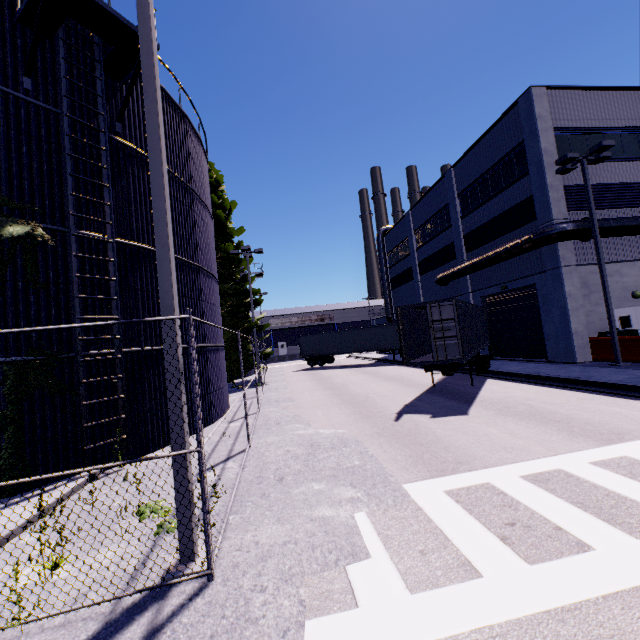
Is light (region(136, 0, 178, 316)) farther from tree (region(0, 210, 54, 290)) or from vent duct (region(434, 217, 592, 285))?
vent duct (region(434, 217, 592, 285))

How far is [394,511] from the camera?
4.91m

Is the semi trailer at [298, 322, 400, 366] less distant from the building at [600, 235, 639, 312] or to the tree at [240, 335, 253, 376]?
the tree at [240, 335, 253, 376]

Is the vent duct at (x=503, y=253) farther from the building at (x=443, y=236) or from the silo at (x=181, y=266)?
A: the silo at (x=181, y=266)

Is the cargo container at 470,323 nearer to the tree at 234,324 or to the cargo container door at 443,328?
the cargo container door at 443,328

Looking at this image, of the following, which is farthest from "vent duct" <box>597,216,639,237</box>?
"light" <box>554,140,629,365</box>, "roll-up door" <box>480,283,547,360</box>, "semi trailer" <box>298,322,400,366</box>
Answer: "semi trailer" <box>298,322,400,366</box>

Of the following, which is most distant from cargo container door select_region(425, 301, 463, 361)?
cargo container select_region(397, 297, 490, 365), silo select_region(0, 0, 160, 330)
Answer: silo select_region(0, 0, 160, 330)

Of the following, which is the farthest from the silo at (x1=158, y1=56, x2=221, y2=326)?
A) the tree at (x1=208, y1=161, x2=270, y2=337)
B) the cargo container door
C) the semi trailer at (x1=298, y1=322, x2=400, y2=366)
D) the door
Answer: the cargo container door
